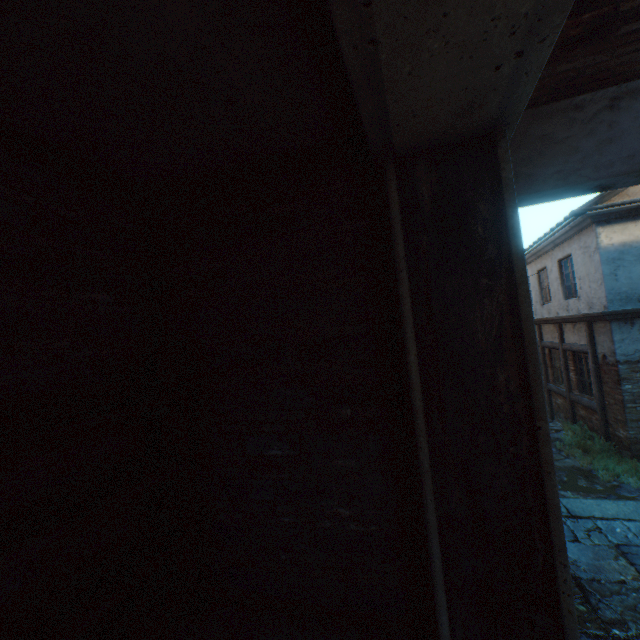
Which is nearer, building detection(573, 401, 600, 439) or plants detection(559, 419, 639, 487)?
plants detection(559, 419, 639, 487)

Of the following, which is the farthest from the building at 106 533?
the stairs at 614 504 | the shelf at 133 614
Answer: the shelf at 133 614

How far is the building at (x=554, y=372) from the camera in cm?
1150

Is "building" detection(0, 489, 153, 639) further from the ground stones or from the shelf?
the shelf

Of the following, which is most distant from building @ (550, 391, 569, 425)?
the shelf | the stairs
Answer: the shelf

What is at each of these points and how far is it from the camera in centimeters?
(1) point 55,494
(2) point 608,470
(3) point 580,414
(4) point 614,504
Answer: (1) building, 184cm
(2) plants, 768cm
(3) building, 1016cm
(4) stairs, 329cm

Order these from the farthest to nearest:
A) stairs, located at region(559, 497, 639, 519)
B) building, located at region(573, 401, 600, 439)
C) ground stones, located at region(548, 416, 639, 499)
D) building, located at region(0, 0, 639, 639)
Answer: building, located at region(573, 401, 600, 439)
ground stones, located at region(548, 416, 639, 499)
stairs, located at region(559, 497, 639, 519)
building, located at region(0, 0, 639, 639)
